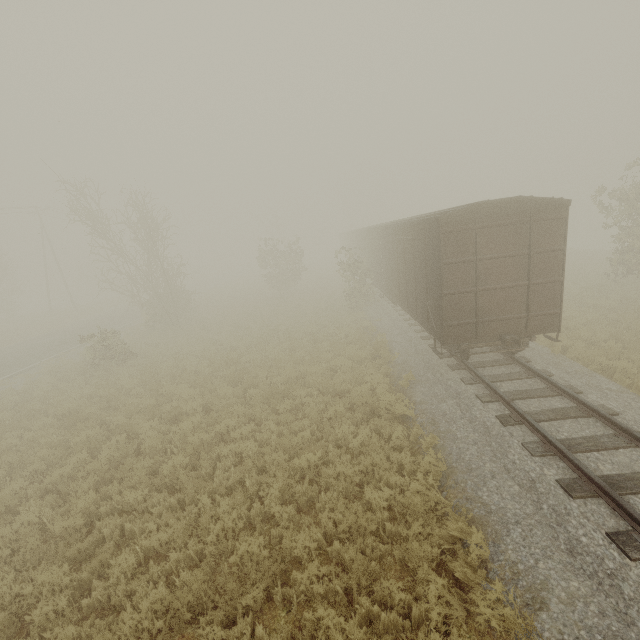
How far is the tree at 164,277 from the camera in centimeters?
1973cm

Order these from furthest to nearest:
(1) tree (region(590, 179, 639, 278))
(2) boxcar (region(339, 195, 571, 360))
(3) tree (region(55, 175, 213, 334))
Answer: (3) tree (region(55, 175, 213, 334)), (1) tree (region(590, 179, 639, 278)), (2) boxcar (region(339, 195, 571, 360))

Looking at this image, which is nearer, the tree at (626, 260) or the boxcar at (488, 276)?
the boxcar at (488, 276)

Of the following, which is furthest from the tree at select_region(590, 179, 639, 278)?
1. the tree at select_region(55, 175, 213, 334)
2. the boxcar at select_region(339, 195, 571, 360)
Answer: the tree at select_region(55, 175, 213, 334)

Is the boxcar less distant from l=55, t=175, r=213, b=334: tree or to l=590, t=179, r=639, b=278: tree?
l=590, t=179, r=639, b=278: tree

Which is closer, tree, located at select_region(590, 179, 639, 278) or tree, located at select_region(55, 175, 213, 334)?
tree, located at select_region(590, 179, 639, 278)

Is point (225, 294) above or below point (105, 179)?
below
